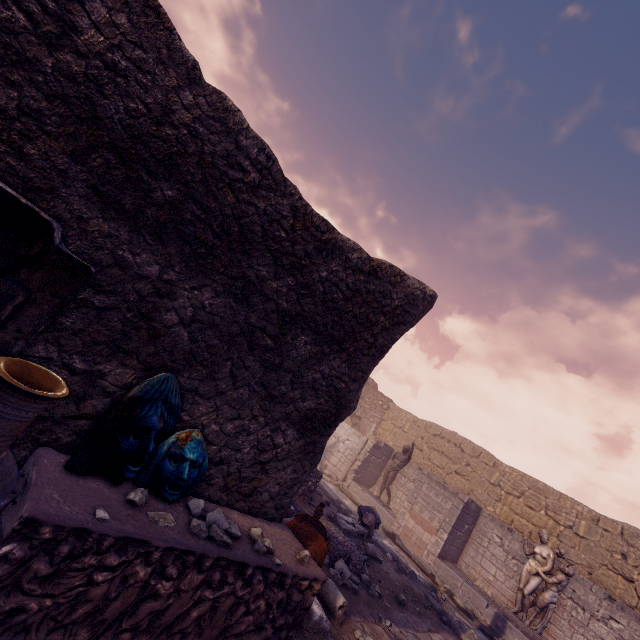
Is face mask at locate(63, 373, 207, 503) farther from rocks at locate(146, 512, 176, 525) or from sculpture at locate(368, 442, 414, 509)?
sculpture at locate(368, 442, 414, 509)

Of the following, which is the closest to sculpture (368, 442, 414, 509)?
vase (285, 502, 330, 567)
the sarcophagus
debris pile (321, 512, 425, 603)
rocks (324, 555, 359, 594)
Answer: debris pile (321, 512, 425, 603)

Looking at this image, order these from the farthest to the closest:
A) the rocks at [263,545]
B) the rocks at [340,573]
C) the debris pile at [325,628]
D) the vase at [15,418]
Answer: the rocks at [340,573], the debris pile at [325,628], the rocks at [263,545], the vase at [15,418]

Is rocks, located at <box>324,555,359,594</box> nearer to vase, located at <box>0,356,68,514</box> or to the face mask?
the face mask

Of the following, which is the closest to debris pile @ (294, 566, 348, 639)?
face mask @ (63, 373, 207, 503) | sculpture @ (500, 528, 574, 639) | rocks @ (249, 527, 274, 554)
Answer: rocks @ (249, 527, 274, 554)

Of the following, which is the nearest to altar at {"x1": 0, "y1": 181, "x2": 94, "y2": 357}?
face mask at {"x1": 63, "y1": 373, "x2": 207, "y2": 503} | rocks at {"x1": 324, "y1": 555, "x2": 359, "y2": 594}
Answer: face mask at {"x1": 63, "y1": 373, "x2": 207, "y2": 503}

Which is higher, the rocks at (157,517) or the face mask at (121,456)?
the face mask at (121,456)

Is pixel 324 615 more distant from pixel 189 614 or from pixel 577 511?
pixel 577 511
